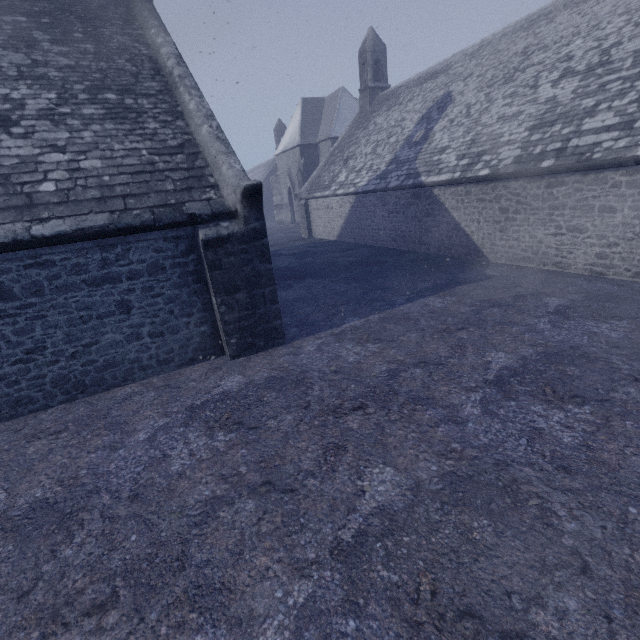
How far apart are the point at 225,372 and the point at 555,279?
9.03m
